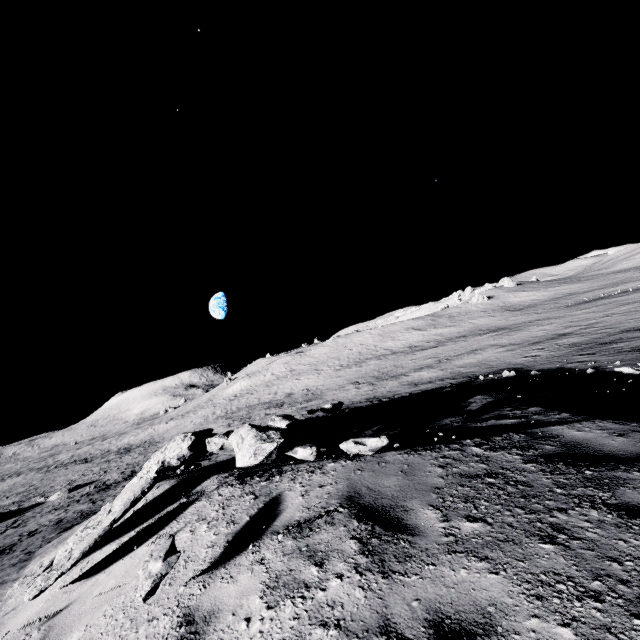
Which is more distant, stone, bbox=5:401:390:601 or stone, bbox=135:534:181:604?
stone, bbox=5:401:390:601

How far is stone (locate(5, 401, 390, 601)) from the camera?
4.6 meters

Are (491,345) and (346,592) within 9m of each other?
no

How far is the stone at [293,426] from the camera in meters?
4.6 m

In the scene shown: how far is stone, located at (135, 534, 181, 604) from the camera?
3.08m

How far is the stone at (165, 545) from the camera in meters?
3.1
